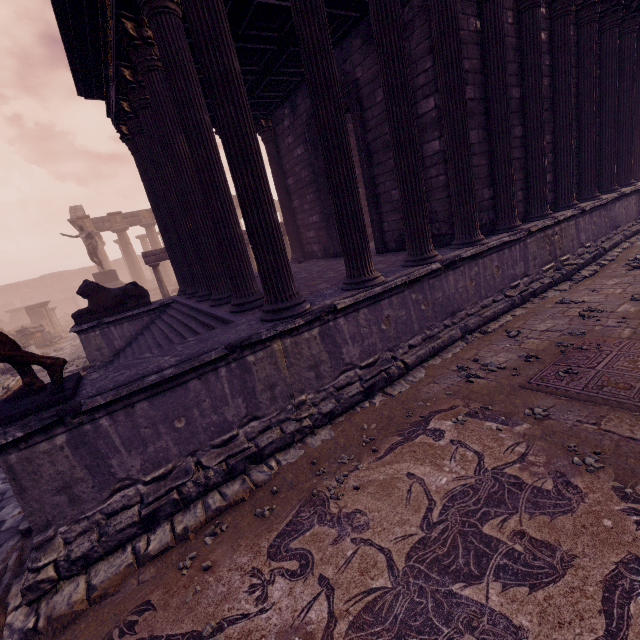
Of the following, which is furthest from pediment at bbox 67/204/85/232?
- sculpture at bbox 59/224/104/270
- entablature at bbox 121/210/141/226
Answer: sculpture at bbox 59/224/104/270

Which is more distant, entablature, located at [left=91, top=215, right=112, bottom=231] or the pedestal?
entablature, located at [left=91, top=215, right=112, bottom=231]

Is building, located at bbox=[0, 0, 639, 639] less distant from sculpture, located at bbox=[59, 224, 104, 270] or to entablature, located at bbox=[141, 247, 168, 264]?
entablature, located at bbox=[141, 247, 168, 264]

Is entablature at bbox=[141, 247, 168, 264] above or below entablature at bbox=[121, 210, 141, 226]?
below

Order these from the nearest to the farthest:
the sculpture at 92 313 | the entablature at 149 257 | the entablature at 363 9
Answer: the entablature at 363 9 → the sculpture at 92 313 → the entablature at 149 257

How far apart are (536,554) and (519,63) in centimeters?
904cm

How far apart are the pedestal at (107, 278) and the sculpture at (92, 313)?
11.1m

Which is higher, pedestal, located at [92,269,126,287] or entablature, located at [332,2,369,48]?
entablature, located at [332,2,369,48]
